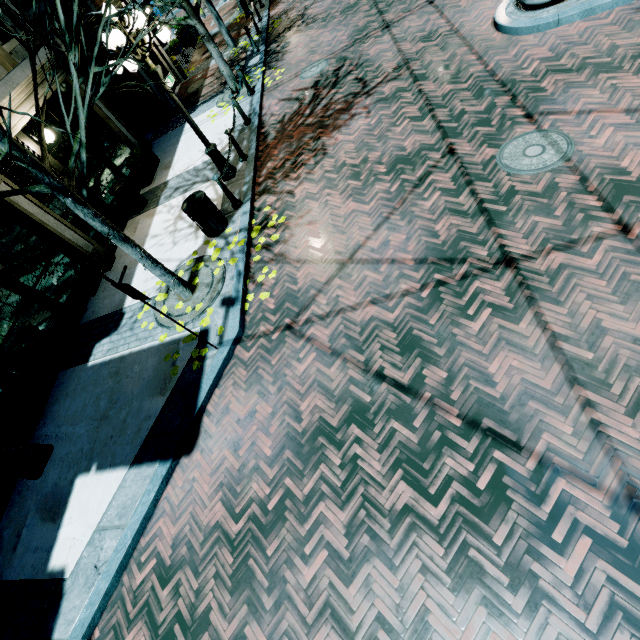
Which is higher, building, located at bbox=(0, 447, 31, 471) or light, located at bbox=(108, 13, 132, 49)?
light, located at bbox=(108, 13, 132, 49)

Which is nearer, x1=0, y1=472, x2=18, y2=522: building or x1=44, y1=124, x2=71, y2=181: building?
x1=0, y1=472, x2=18, y2=522: building

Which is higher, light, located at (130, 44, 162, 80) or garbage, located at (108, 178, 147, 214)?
light, located at (130, 44, 162, 80)

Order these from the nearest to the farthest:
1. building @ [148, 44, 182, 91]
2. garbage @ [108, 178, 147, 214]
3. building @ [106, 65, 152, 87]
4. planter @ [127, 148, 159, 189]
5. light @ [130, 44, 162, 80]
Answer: light @ [130, 44, 162, 80] → garbage @ [108, 178, 147, 214] → planter @ [127, 148, 159, 189] → building @ [106, 65, 152, 87] → building @ [148, 44, 182, 91]

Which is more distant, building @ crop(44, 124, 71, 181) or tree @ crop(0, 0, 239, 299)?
building @ crop(44, 124, 71, 181)

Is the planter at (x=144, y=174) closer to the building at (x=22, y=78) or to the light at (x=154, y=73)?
the building at (x=22, y=78)

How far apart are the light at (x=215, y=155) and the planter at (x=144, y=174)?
3.5m

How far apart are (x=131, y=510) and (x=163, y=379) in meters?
2.0 m
